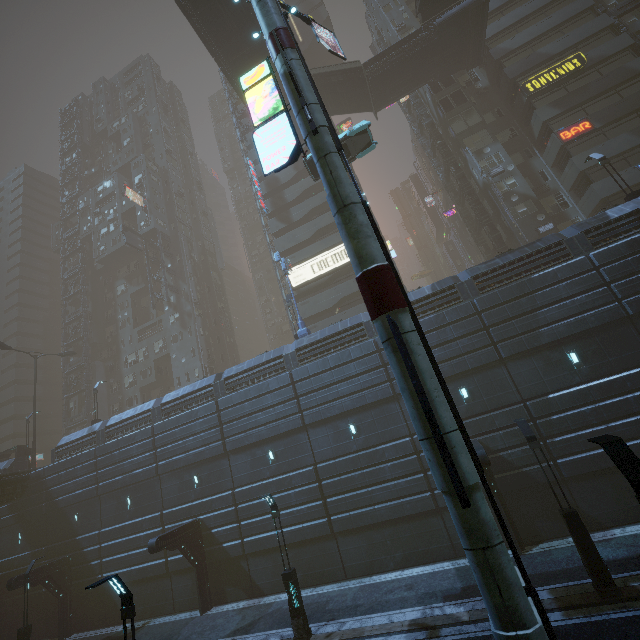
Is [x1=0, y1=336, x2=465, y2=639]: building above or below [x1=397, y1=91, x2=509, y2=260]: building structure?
below

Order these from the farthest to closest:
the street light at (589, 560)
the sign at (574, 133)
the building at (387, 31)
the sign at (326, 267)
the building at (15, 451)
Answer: the building at (387, 31) → the sign at (326, 267) → the building at (15, 451) → the sign at (574, 133) → the street light at (589, 560)

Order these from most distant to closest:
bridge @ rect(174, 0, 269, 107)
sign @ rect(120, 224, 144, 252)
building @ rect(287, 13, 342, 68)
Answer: building @ rect(287, 13, 342, 68), sign @ rect(120, 224, 144, 252), bridge @ rect(174, 0, 269, 107)

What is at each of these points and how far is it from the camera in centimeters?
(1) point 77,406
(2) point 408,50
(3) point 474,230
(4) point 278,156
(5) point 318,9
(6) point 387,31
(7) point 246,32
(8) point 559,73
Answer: (1) building, 4778cm
(2) bridge, 3075cm
(3) building structure, 3553cm
(4) sign, 984cm
(5) building, 5153cm
(6) building, 4075cm
(7) bridge, 2814cm
(8) sign, 2903cm

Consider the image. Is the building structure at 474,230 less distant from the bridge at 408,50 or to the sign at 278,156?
the bridge at 408,50

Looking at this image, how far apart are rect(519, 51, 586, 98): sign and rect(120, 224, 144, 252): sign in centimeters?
4833cm

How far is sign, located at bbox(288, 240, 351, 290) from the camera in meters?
34.4 m

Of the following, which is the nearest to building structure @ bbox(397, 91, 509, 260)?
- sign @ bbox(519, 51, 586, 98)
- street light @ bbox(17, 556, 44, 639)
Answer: sign @ bbox(519, 51, 586, 98)
